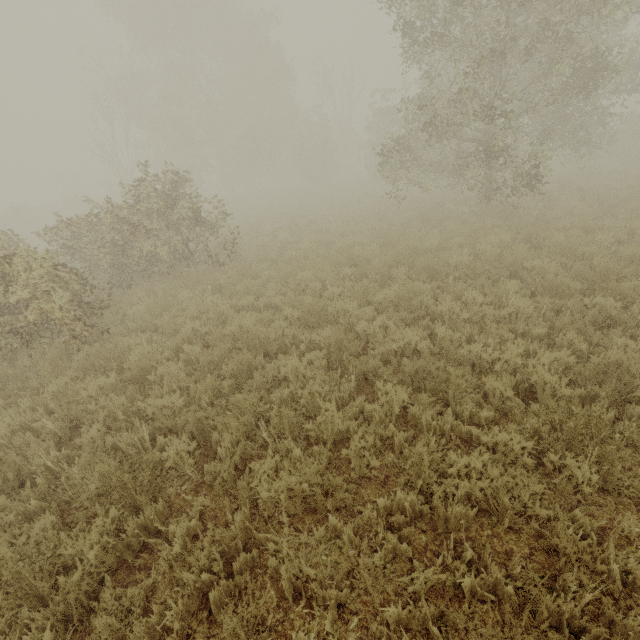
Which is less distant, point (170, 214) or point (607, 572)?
point (607, 572)

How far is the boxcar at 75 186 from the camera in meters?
57.4 m

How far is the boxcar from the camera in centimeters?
5738cm
